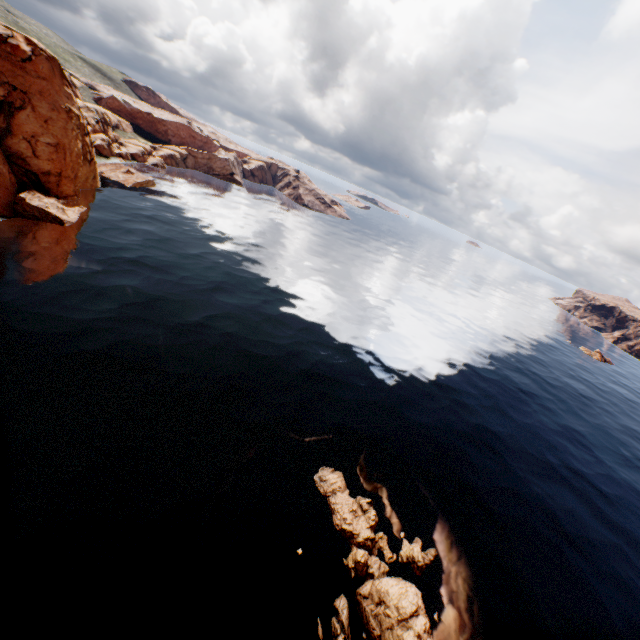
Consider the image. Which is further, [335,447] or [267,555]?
[335,447]

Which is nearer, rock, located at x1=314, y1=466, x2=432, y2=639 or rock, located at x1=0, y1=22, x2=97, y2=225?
rock, located at x1=314, y1=466, x2=432, y2=639

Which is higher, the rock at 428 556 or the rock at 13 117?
the rock at 13 117

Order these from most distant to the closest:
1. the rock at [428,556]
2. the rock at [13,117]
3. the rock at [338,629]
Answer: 1. the rock at [13,117]
2. the rock at [428,556]
3. the rock at [338,629]

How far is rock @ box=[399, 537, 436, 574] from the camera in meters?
21.1 m

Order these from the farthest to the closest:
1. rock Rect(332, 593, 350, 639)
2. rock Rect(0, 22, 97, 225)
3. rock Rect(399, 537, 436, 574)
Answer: rock Rect(0, 22, 97, 225)
rock Rect(399, 537, 436, 574)
rock Rect(332, 593, 350, 639)
